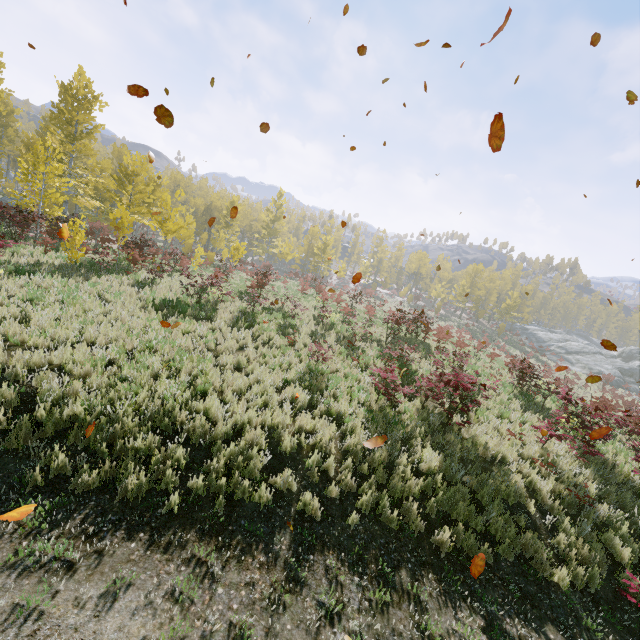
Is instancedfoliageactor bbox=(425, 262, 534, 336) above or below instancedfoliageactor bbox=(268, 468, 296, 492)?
above

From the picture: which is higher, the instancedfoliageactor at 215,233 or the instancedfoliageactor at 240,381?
the instancedfoliageactor at 215,233

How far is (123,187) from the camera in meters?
20.0

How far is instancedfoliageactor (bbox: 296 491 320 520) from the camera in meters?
5.5

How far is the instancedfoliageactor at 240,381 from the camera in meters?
7.6

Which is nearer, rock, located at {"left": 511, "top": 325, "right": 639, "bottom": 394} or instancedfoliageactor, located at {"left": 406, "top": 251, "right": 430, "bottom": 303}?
A: rock, located at {"left": 511, "top": 325, "right": 639, "bottom": 394}
